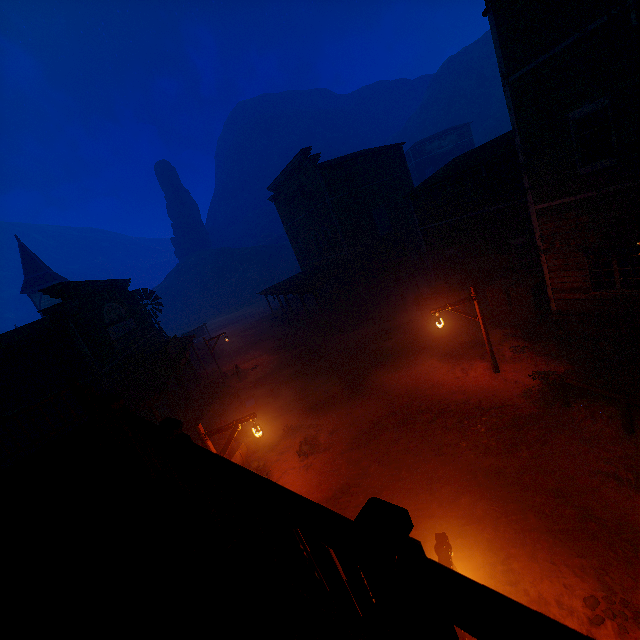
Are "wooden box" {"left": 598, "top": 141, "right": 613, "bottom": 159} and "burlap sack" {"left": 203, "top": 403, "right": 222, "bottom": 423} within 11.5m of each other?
no

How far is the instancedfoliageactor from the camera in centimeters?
3034cm

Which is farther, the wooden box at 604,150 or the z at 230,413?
the z at 230,413

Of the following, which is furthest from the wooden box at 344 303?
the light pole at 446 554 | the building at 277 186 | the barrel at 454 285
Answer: the light pole at 446 554

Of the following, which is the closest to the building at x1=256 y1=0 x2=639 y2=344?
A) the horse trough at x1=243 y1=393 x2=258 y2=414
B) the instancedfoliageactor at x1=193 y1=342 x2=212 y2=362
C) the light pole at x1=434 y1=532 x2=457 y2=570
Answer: the light pole at x1=434 y1=532 x2=457 y2=570

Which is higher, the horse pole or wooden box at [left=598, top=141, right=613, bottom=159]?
wooden box at [left=598, top=141, right=613, bottom=159]

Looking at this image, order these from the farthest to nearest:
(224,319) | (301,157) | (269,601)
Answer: (224,319)
(301,157)
(269,601)

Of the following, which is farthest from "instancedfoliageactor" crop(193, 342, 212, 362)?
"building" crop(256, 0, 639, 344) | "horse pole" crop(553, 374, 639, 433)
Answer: "horse pole" crop(553, 374, 639, 433)
